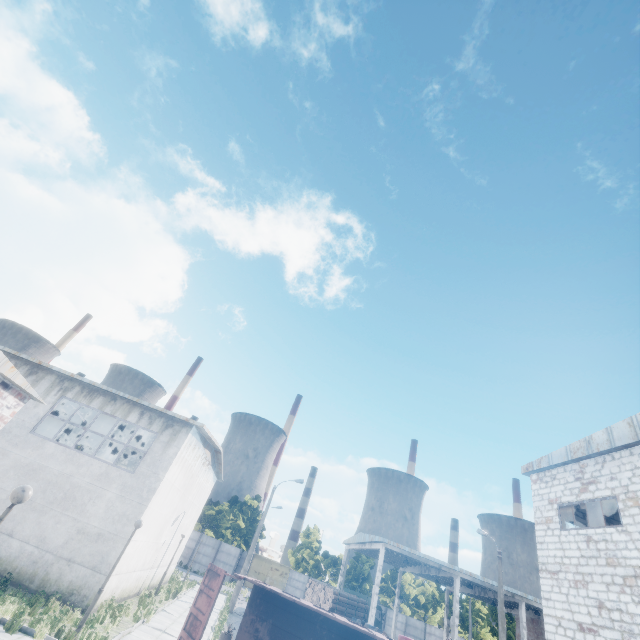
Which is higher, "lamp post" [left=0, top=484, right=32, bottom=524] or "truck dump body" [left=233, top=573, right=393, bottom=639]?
"lamp post" [left=0, top=484, right=32, bottom=524]

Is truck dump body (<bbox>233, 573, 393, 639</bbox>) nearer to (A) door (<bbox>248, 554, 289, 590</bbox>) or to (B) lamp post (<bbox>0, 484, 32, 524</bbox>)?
(B) lamp post (<bbox>0, 484, 32, 524</bbox>)

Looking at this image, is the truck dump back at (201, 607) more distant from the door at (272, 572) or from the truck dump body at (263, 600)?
the door at (272, 572)

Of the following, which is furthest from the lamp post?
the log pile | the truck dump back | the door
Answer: the door

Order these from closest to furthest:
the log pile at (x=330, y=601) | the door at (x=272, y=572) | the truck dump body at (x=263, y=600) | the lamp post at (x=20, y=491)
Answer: the lamp post at (x=20, y=491)
the truck dump body at (x=263, y=600)
the log pile at (x=330, y=601)
the door at (x=272, y=572)

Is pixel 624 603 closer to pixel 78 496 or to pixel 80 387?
pixel 78 496

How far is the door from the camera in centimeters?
4625cm

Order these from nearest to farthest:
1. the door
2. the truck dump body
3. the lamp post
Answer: the lamp post → the truck dump body → the door
